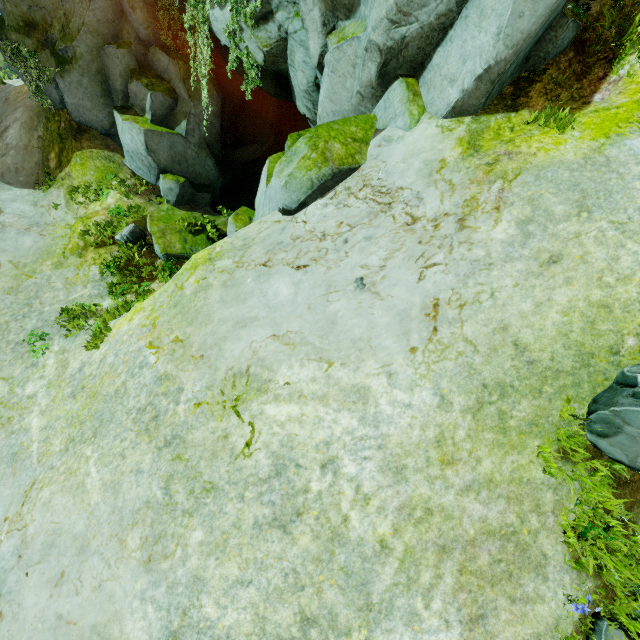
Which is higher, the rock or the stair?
the rock

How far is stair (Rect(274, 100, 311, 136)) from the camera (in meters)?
19.28

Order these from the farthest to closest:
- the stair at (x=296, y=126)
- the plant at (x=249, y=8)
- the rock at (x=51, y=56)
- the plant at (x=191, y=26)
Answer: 1. the stair at (x=296, y=126)
2. the plant at (x=191, y=26)
3. the plant at (x=249, y=8)
4. the rock at (x=51, y=56)

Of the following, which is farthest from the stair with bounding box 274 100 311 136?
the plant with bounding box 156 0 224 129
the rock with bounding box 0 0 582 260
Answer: the plant with bounding box 156 0 224 129

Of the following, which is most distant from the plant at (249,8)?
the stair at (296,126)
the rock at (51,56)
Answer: the stair at (296,126)

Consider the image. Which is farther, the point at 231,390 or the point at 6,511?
the point at 6,511

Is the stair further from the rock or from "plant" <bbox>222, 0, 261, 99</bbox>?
"plant" <bbox>222, 0, 261, 99</bbox>
